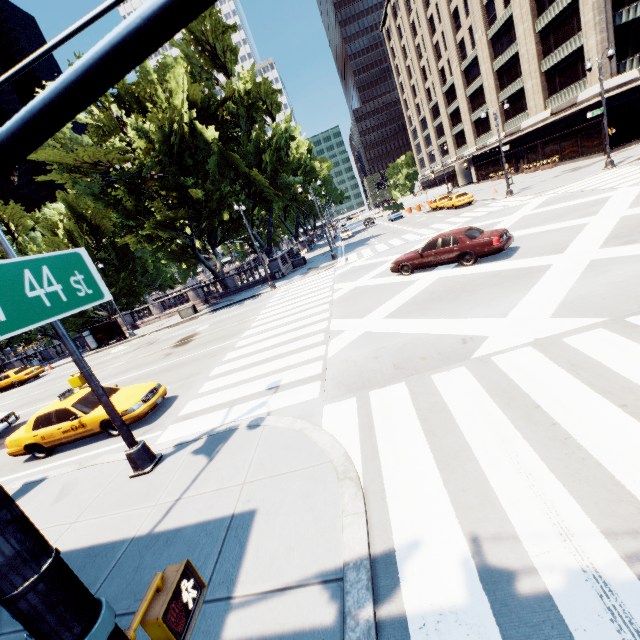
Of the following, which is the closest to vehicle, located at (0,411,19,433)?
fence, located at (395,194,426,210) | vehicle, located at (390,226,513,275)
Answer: vehicle, located at (390,226,513,275)

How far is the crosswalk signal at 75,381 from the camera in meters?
6.9 m

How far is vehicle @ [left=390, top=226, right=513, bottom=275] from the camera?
12.6m

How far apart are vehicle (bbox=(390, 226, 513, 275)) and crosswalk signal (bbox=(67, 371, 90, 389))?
12.8m

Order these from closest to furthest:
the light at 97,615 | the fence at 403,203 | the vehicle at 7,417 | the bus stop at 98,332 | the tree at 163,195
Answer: the light at 97,615, the vehicle at 7,417, the tree at 163,195, the bus stop at 98,332, the fence at 403,203

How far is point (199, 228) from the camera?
28.5 meters

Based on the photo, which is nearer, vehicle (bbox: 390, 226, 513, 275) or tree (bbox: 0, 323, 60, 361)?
vehicle (bbox: 390, 226, 513, 275)

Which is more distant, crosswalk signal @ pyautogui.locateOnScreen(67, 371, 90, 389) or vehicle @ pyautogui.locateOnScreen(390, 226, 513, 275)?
vehicle @ pyautogui.locateOnScreen(390, 226, 513, 275)
